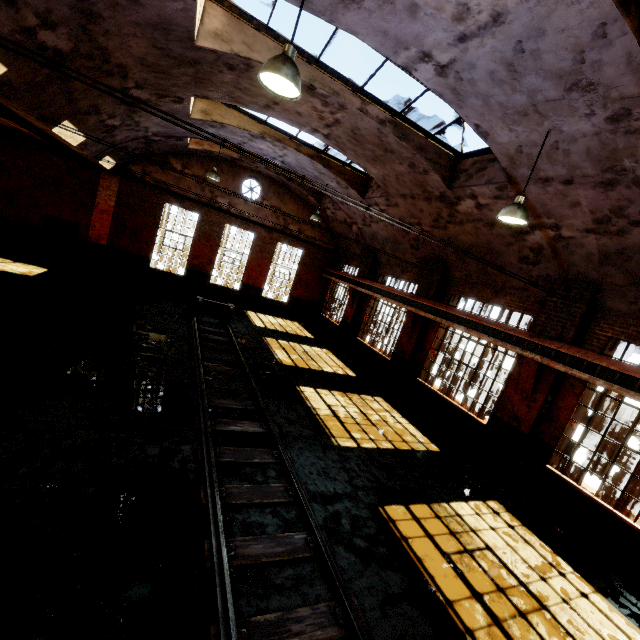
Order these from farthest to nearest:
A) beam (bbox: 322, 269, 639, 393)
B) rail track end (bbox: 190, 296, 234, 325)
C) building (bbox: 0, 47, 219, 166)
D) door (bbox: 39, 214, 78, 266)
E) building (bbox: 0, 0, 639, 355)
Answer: door (bbox: 39, 214, 78, 266), rail track end (bbox: 190, 296, 234, 325), beam (bbox: 322, 269, 639, 393), building (bbox: 0, 47, 219, 166), building (bbox: 0, 0, 639, 355)

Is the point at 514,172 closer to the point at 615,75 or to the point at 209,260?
the point at 615,75

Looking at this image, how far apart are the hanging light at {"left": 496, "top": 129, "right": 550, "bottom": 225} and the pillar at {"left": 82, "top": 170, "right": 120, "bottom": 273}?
16.94m

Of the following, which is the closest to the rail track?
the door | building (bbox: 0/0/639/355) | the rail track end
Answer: the rail track end

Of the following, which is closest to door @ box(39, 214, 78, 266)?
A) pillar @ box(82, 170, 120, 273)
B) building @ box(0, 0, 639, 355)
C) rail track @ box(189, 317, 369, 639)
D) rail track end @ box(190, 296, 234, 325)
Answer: pillar @ box(82, 170, 120, 273)

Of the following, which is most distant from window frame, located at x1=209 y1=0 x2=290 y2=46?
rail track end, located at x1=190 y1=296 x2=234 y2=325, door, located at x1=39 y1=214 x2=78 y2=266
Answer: door, located at x1=39 y1=214 x2=78 y2=266

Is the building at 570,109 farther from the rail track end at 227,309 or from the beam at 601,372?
the rail track end at 227,309

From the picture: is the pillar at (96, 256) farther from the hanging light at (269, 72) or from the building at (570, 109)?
the hanging light at (269, 72)
